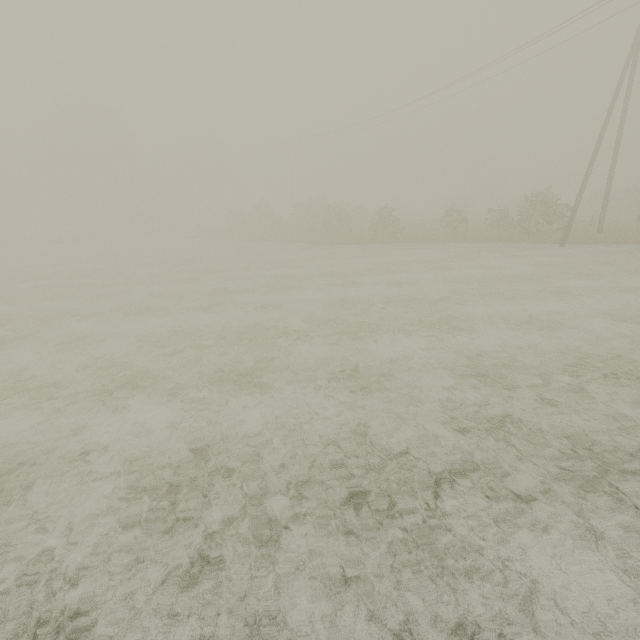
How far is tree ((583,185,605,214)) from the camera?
38.28m

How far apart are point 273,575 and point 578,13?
27.46m

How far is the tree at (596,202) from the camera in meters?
38.3
